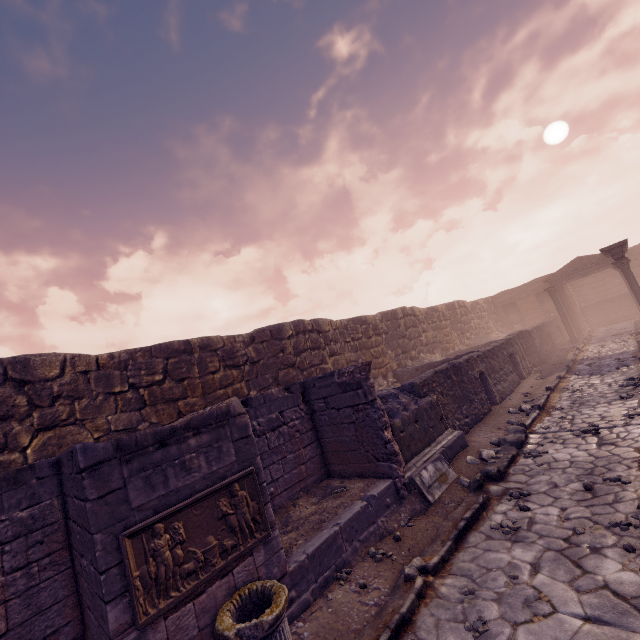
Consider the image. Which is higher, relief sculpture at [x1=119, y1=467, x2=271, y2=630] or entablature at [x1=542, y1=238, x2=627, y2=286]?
entablature at [x1=542, y1=238, x2=627, y2=286]

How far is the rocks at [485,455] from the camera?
6.8 meters

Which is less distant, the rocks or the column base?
the column base

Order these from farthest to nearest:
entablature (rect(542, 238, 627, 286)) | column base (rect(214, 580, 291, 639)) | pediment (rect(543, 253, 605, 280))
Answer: pediment (rect(543, 253, 605, 280)), entablature (rect(542, 238, 627, 286)), column base (rect(214, 580, 291, 639))

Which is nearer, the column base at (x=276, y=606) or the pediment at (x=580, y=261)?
the column base at (x=276, y=606)

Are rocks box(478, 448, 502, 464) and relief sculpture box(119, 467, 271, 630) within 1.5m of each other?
no

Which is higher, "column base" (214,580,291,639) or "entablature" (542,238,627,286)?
"entablature" (542,238,627,286)

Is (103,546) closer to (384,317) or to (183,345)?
(183,345)
